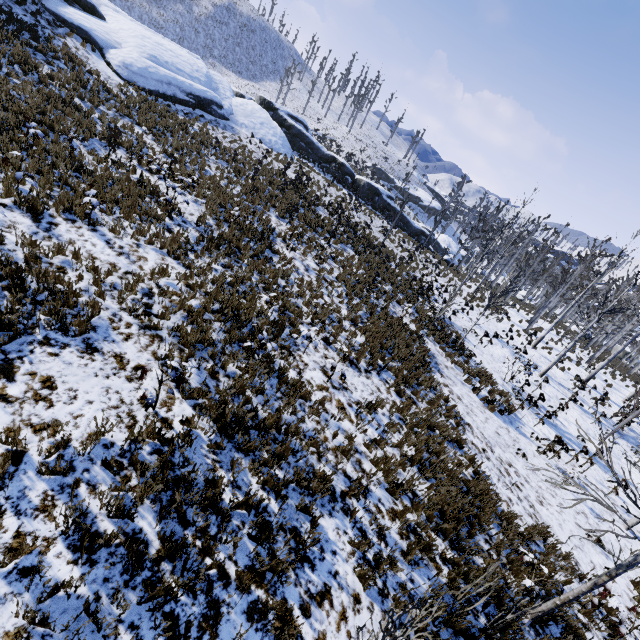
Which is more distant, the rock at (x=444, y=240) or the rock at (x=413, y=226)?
the rock at (x=444, y=240)

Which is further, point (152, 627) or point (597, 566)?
point (597, 566)

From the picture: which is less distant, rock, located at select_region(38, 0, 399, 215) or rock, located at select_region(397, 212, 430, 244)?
rock, located at select_region(38, 0, 399, 215)

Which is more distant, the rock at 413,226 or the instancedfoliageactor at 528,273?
the rock at 413,226

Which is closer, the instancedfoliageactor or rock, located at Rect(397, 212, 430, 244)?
the instancedfoliageactor

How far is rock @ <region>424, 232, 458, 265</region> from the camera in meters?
38.2 m

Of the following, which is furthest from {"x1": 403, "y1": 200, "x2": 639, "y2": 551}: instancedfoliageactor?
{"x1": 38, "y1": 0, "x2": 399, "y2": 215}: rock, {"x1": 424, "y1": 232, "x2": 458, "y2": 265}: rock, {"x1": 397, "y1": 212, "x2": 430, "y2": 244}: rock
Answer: {"x1": 38, "y1": 0, "x2": 399, "y2": 215}: rock

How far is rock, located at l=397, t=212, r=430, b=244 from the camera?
36.1 meters
